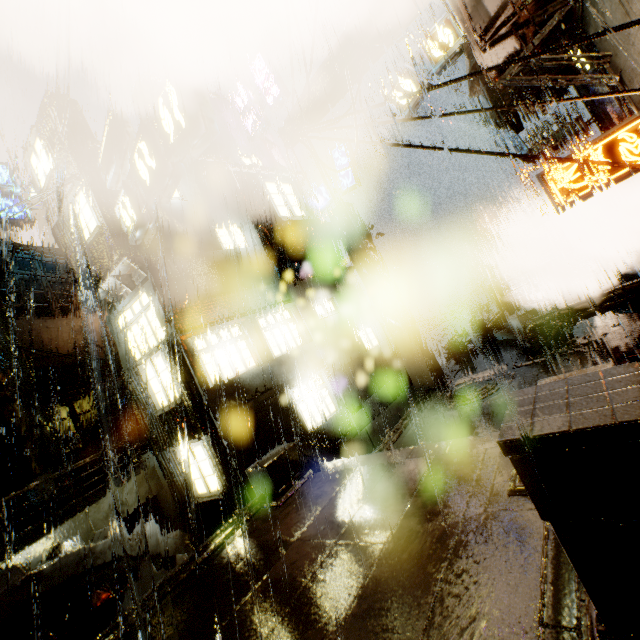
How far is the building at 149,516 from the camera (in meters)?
17.30

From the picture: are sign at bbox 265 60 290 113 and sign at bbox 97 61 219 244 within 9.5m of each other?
no

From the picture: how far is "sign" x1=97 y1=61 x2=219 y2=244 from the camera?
6.61m

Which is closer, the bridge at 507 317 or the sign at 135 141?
the sign at 135 141

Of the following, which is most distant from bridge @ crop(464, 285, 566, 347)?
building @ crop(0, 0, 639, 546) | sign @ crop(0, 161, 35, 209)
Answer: sign @ crop(0, 161, 35, 209)

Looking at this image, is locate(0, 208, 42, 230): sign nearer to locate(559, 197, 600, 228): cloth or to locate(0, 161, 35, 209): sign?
locate(0, 161, 35, 209): sign

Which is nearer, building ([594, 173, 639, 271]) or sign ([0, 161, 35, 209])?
building ([594, 173, 639, 271])

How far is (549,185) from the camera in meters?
5.8 m
